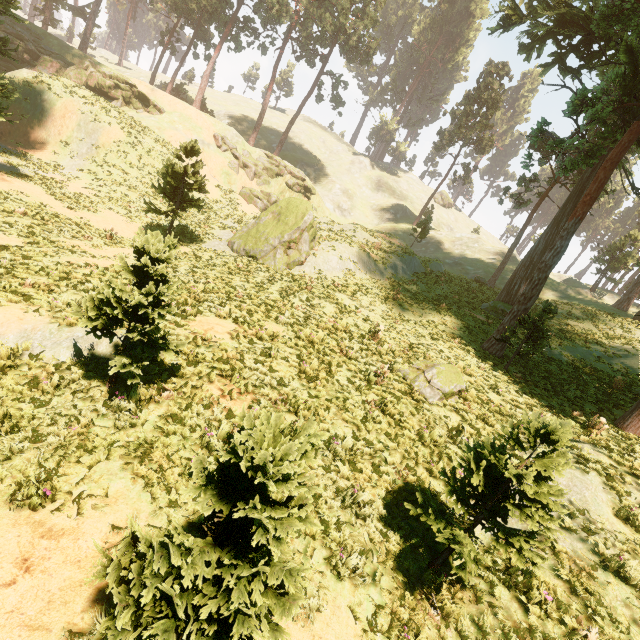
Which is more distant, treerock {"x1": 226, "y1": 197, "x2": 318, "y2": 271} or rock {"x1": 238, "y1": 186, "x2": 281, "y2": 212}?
rock {"x1": 238, "y1": 186, "x2": 281, "y2": 212}

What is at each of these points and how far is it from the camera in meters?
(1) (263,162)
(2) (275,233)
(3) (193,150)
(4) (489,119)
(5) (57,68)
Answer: (1) rock, 44.4
(2) treerock, 20.0
(3) treerock, 18.5
(4) treerock, 45.0
(5) rock, 35.4

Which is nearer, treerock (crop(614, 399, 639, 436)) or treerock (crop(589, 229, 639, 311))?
treerock (crop(614, 399, 639, 436))

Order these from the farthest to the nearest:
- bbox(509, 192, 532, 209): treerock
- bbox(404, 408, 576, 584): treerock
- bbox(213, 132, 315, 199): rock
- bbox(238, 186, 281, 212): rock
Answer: bbox(213, 132, 315, 199): rock, bbox(238, 186, 281, 212): rock, bbox(509, 192, 532, 209): treerock, bbox(404, 408, 576, 584): treerock

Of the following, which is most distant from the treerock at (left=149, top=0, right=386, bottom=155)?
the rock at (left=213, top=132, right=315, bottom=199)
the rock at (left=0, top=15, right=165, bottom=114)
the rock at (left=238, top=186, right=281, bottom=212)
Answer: the rock at (left=238, top=186, right=281, bottom=212)

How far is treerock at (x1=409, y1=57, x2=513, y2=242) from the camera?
44.0 meters

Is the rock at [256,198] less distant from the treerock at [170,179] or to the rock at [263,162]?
the rock at [263,162]

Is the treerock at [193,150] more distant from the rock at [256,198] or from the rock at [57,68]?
the rock at [256,198]
